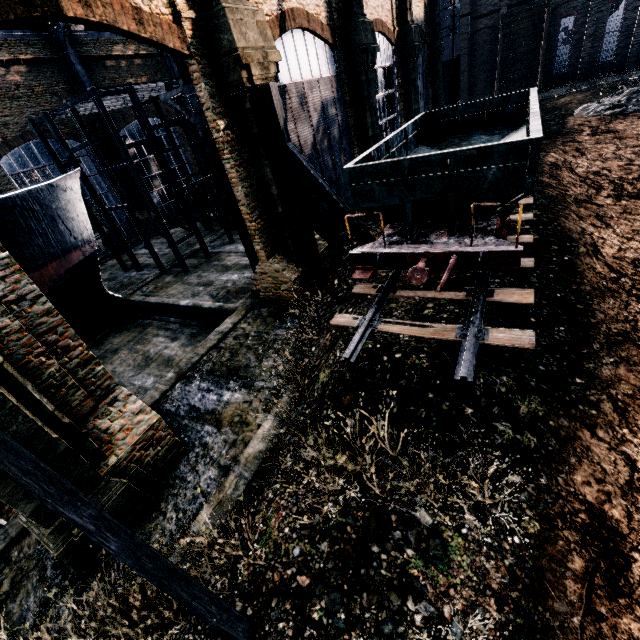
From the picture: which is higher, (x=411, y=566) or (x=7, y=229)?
(x=7, y=229)

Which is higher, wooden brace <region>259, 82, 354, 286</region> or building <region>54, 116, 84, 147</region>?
building <region>54, 116, 84, 147</region>

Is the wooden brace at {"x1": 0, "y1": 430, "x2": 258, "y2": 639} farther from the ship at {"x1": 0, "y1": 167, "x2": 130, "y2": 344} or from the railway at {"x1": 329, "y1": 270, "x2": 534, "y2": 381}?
the ship at {"x1": 0, "y1": 167, "x2": 130, "y2": 344}

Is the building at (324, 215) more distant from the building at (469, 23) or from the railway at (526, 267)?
the building at (469, 23)

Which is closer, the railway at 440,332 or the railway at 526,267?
the railway at 440,332

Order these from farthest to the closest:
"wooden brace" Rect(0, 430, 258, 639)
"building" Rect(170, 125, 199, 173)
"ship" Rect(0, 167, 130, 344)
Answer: "building" Rect(170, 125, 199, 173) → "ship" Rect(0, 167, 130, 344) → "wooden brace" Rect(0, 430, 258, 639)

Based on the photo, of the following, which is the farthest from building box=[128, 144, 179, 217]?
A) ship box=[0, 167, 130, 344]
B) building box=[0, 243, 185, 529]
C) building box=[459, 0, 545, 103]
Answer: building box=[0, 243, 185, 529]

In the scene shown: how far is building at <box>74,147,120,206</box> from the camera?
33.0m
